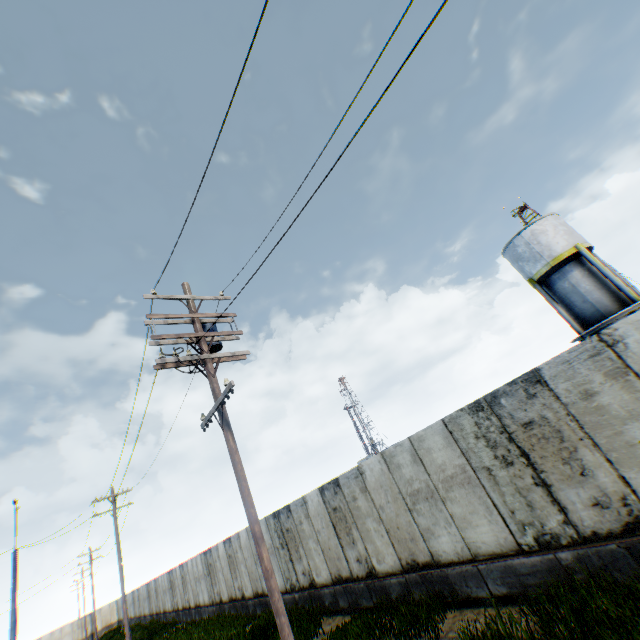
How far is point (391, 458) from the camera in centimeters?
912cm

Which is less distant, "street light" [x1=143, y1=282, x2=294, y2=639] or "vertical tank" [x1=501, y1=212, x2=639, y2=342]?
"street light" [x1=143, y1=282, x2=294, y2=639]

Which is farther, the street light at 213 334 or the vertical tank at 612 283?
the vertical tank at 612 283
